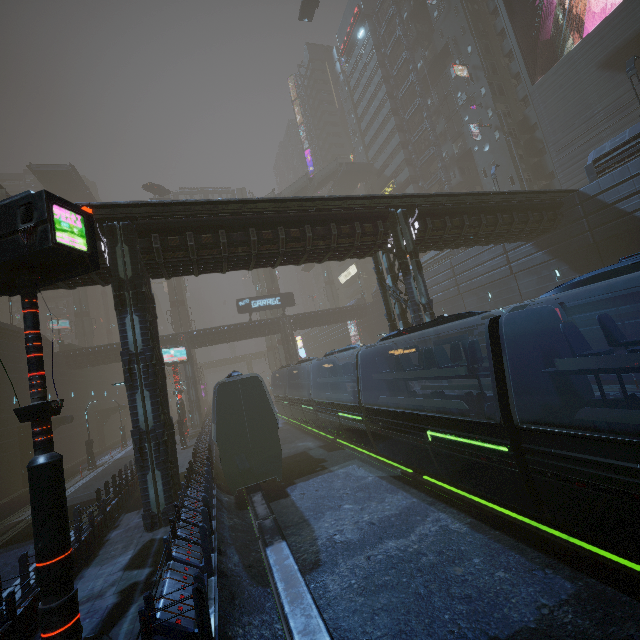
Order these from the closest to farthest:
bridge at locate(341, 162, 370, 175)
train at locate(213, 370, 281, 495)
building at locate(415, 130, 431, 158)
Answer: train at locate(213, 370, 281, 495) < building at locate(415, 130, 431, 158) < bridge at locate(341, 162, 370, 175)

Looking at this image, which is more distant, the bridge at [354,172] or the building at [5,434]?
the bridge at [354,172]

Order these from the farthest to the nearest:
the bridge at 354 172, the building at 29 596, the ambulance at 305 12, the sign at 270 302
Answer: the bridge at 354 172 < the sign at 270 302 < the ambulance at 305 12 < the building at 29 596

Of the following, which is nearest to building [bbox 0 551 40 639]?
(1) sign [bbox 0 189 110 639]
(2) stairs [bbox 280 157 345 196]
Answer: (1) sign [bbox 0 189 110 639]

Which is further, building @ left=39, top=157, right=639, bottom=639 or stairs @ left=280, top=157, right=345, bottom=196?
stairs @ left=280, top=157, right=345, bottom=196

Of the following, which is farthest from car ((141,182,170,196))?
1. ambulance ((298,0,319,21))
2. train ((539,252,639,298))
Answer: train ((539,252,639,298))

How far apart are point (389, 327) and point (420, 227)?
6.0 meters

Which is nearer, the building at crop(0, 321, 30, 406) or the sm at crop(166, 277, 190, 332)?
the building at crop(0, 321, 30, 406)
